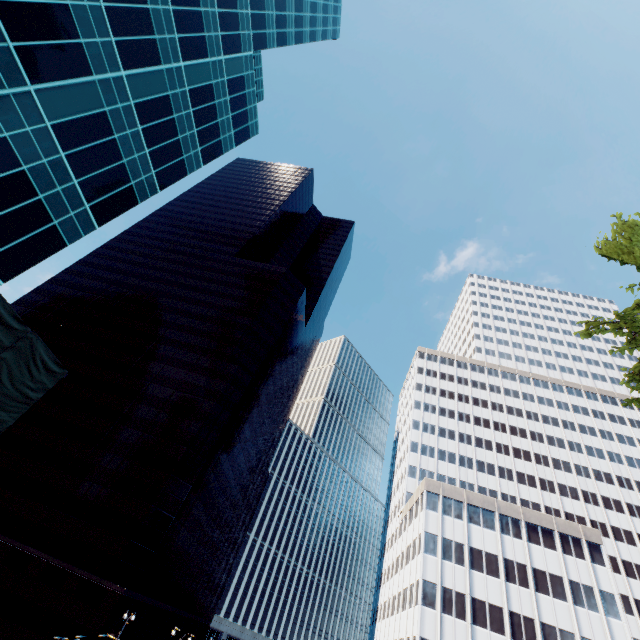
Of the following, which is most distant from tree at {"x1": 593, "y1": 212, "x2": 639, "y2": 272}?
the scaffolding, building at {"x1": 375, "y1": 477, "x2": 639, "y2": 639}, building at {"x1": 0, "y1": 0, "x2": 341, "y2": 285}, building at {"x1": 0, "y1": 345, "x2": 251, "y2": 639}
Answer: building at {"x1": 0, "y1": 345, "x2": 251, "y2": 639}

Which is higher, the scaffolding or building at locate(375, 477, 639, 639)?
building at locate(375, 477, 639, 639)

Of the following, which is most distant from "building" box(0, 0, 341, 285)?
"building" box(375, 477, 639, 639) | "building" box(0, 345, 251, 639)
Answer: "building" box(375, 477, 639, 639)

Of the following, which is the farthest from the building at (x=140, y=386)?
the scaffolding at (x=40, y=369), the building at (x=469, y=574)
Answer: the scaffolding at (x=40, y=369)

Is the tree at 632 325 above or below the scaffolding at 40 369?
above

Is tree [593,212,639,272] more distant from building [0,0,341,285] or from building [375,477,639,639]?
building [0,0,341,285]

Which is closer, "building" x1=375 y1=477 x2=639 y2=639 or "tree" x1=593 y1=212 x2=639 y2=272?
"tree" x1=593 y1=212 x2=639 y2=272

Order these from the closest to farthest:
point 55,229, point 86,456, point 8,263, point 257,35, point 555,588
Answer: point 8,263 < point 55,229 < point 257,35 < point 555,588 < point 86,456
